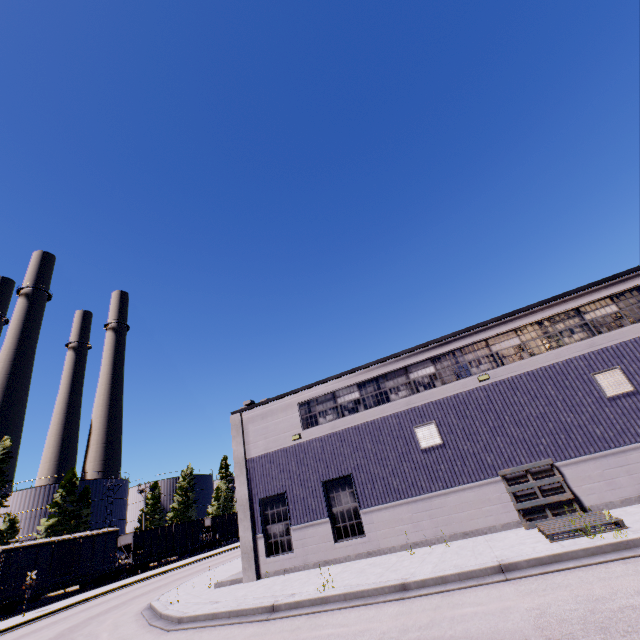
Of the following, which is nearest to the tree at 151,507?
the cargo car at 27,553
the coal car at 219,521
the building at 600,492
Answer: the cargo car at 27,553

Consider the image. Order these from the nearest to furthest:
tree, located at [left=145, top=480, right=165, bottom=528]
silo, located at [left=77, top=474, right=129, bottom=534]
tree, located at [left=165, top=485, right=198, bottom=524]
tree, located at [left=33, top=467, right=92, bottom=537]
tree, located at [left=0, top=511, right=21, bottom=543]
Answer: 1. tree, located at [left=0, top=511, right=21, bottom=543]
2. tree, located at [left=33, top=467, right=92, bottom=537]
3. silo, located at [left=77, top=474, right=129, bottom=534]
4. tree, located at [left=145, top=480, right=165, bottom=528]
5. tree, located at [left=165, top=485, right=198, bottom=524]

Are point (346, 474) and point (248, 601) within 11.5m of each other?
yes

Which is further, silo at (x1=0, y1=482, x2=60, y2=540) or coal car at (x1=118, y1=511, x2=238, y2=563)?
silo at (x1=0, y1=482, x2=60, y2=540)

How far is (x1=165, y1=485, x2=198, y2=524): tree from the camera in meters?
57.2 m

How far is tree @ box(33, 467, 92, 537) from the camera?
42.3 meters

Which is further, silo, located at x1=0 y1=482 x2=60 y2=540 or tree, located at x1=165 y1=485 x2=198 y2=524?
tree, located at x1=165 y1=485 x2=198 y2=524

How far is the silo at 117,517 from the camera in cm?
4944
